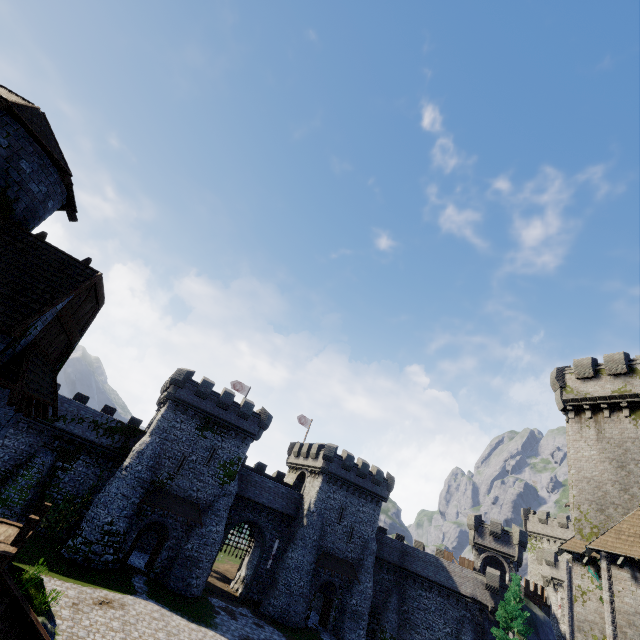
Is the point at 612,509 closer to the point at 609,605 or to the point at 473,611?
the point at 609,605

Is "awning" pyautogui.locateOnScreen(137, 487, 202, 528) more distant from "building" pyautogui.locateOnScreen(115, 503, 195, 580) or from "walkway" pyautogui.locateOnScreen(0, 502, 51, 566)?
"walkway" pyautogui.locateOnScreen(0, 502, 51, 566)

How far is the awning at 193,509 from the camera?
28.8m

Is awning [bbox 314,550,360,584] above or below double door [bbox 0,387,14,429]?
below

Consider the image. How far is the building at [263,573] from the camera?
31.9 meters

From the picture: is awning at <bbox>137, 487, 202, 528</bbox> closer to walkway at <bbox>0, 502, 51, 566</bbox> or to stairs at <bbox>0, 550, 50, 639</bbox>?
walkway at <bbox>0, 502, 51, 566</bbox>

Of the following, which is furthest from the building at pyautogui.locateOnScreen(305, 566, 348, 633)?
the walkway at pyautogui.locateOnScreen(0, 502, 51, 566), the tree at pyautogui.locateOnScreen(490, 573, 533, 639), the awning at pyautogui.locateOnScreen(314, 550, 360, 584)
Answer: the walkway at pyautogui.locateOnScreen(0, 502, 51, 566)

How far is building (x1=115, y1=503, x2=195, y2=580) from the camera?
28.0m
